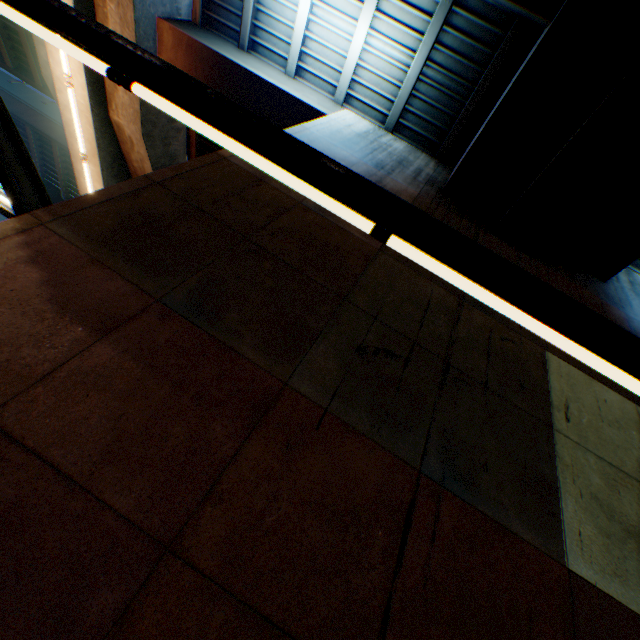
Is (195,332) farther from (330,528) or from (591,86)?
(591,86)

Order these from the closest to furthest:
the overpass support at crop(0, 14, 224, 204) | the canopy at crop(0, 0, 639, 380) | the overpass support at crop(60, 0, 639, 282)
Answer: the canopy at crop(0, 0, 639, 380) < the overpass support at crop(60, 0, 639, 282) < the overpass support at crop(0, 14, 224, 204)

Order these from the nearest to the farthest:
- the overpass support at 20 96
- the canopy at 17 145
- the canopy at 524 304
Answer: the canopy at 524 304, the canopy at 17 145, the overpass support at 20 96

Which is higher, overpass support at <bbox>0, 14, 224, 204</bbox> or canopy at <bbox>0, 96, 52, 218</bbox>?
overpass support at <bbox>0, 14, 224, 204</bbox>

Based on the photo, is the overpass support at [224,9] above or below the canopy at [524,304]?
above

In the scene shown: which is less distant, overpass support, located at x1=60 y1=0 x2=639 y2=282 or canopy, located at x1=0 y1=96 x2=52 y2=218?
canopy, located at x1=0 y1=96 x2=52 y2=218
